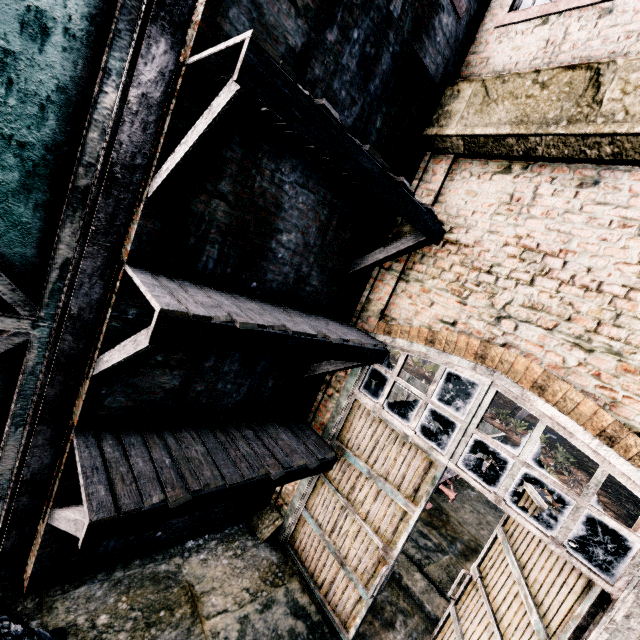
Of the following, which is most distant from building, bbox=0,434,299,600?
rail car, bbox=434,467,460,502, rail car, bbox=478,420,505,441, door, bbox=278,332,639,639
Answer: rail car, bbox=478,420,505,441

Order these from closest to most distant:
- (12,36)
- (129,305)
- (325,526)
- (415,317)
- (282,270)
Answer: (12,36)
(129,305)
(282,270)
(415,317)
(325,526)

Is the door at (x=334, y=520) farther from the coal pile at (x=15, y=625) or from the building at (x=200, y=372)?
the coal pile at (x=15, y=625)

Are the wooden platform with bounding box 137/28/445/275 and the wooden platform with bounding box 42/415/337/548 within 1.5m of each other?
no

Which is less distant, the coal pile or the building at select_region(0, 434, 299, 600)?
the coal pile

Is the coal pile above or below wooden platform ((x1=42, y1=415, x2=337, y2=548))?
below

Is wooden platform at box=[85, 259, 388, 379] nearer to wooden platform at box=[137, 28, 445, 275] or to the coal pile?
wooden platform at box=[137, 28, 445, 275]

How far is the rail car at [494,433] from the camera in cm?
1362
